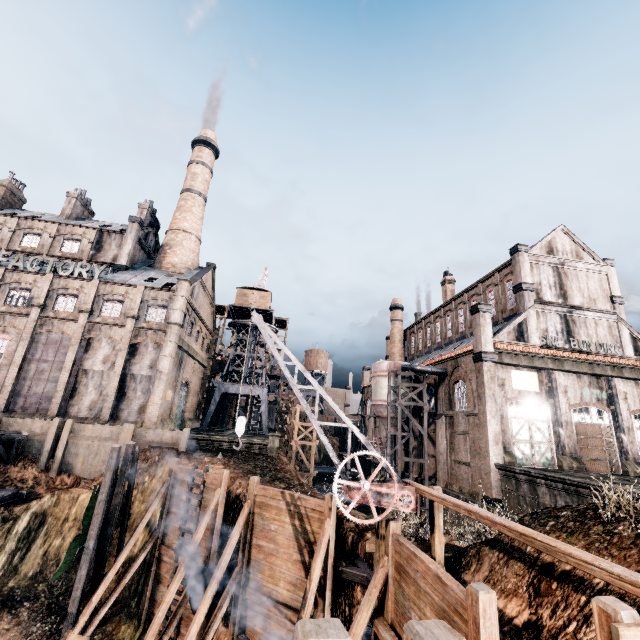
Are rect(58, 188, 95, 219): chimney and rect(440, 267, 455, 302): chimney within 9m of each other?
no

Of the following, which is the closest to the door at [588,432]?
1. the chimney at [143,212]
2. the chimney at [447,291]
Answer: the chimney at [447,291]

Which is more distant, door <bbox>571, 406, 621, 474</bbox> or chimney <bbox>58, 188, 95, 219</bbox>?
chimney <bbox>58, 188, 95, 219</bbox>

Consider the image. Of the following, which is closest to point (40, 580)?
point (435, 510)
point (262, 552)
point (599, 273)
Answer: point (262, 552)

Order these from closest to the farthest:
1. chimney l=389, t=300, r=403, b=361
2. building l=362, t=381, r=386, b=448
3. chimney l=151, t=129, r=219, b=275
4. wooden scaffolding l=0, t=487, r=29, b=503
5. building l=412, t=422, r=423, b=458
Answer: wooden scaffolding l=0, t=487, r=29, b=503
building l=412, t=422, r=423, b=458
chimney l=151, t=129, r=219, b=275
building l=362, t=381, r=386, b=448
chimney l=389, t=300, r=403, b=361

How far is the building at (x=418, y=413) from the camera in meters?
37.1 m

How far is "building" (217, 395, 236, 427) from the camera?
55.6m

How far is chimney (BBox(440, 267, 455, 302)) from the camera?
46.7m
